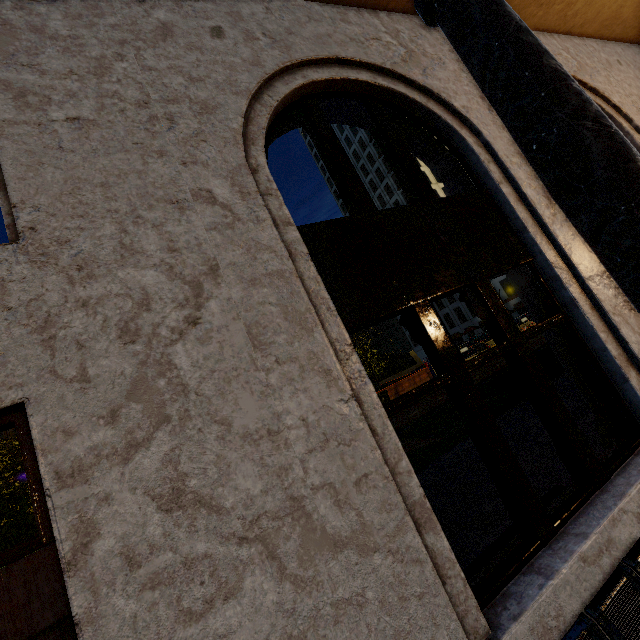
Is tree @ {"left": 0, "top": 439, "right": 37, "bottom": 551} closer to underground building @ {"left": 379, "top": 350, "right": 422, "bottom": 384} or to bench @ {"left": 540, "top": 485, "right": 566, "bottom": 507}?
underground building @ {"left": 379, "top": 350, "right": 422, "bottom": 384}

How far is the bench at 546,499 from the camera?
3.4 meters

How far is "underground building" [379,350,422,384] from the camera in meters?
42.7

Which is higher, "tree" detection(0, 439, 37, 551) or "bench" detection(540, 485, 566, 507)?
"tree" detection(0, 439, 37, 551)

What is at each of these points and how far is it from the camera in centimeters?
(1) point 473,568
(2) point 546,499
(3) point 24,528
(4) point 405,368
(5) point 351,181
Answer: (1) bench, 298cm
(2) bench, 349cm
(3) tree, 385cm
(4) underground building, 4712cm
(5) building, 315cm

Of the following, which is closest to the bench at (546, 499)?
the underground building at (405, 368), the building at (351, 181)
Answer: the building at (351, 181)

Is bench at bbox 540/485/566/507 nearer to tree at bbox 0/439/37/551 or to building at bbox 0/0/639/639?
building at bbox 0/0/639/639

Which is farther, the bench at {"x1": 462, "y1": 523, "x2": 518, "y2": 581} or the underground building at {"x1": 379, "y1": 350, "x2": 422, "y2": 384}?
the underground building at {"x1": 379, "y1": 350, "x2": 422, "y2": 384}
